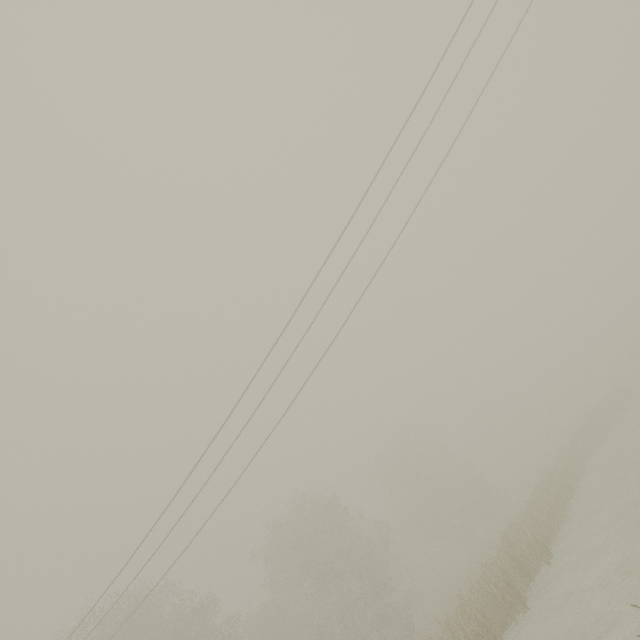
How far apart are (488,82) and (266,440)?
15.7m
